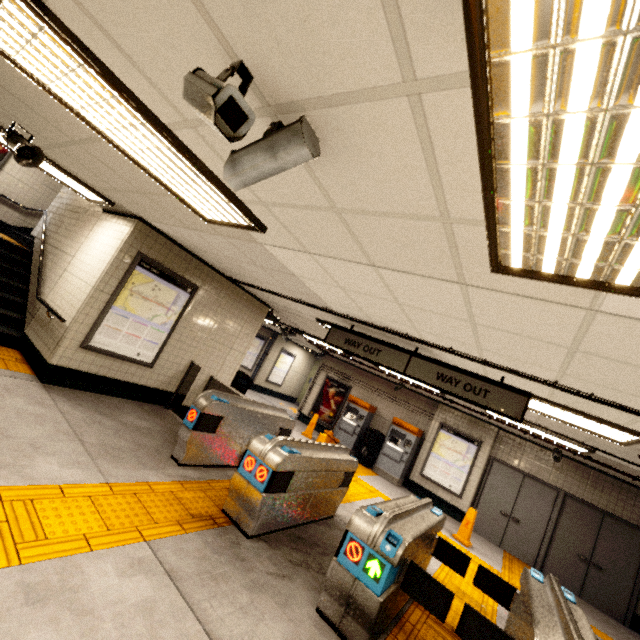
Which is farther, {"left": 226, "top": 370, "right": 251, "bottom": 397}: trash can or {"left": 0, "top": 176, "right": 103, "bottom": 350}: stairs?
{"left": 226, "top": 370, "right": 251, "bottom": 397}: trash can

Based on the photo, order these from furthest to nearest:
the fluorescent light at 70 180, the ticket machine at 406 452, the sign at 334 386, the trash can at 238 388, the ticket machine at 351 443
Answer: the sign at 334 386 → the ticket machine at 351 443 → the ticket machine at 406 452 → the trash can at 238 388 → the fluorescent light at 70 180

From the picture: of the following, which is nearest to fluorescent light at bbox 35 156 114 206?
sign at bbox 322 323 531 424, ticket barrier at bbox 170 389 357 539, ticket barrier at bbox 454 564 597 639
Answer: ticket barrier at bbox 170 389 357 539

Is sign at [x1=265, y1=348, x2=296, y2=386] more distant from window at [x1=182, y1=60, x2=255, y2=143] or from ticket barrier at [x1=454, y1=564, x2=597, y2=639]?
window at [x1=182, y1=60, x2=255, y2=143]

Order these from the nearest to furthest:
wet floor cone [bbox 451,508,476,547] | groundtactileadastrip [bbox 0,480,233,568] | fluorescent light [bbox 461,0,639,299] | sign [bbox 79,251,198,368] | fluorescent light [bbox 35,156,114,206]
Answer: fluorescent light [bbox 461,0,639,299] < groundtactileadastrip [bbox 0,480,233,568] < fluorescent light [bbox 35,156,114,206] < sign [bbox 79,251,198,368] < wet floor cone [bbox 451,508,476,547]

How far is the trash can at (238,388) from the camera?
7.9 meters

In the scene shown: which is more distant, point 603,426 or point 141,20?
point 603,426

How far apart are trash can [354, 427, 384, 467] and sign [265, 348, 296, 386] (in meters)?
6.17
